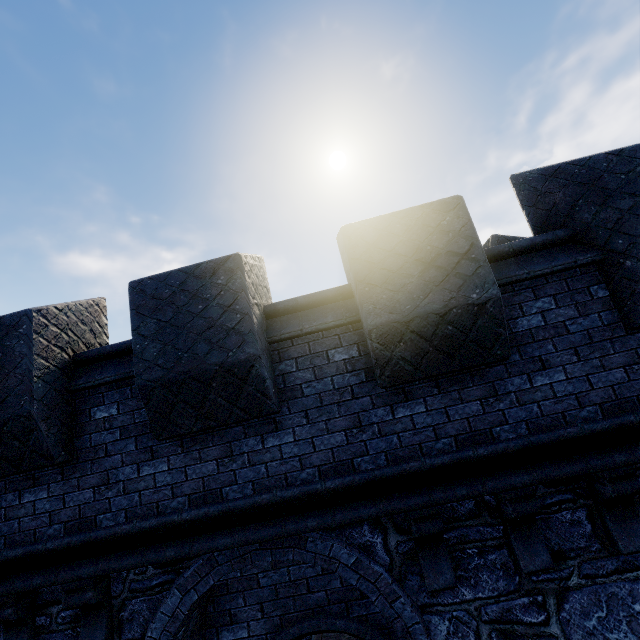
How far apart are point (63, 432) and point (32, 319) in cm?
136
